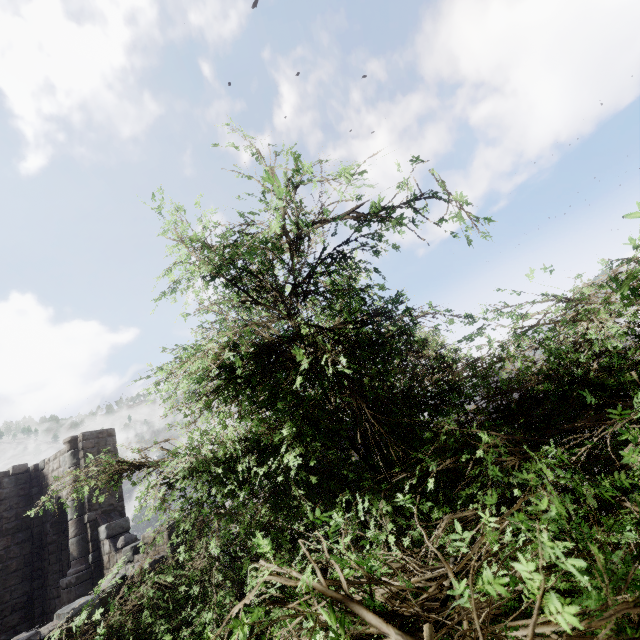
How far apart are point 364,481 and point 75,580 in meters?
12.4
